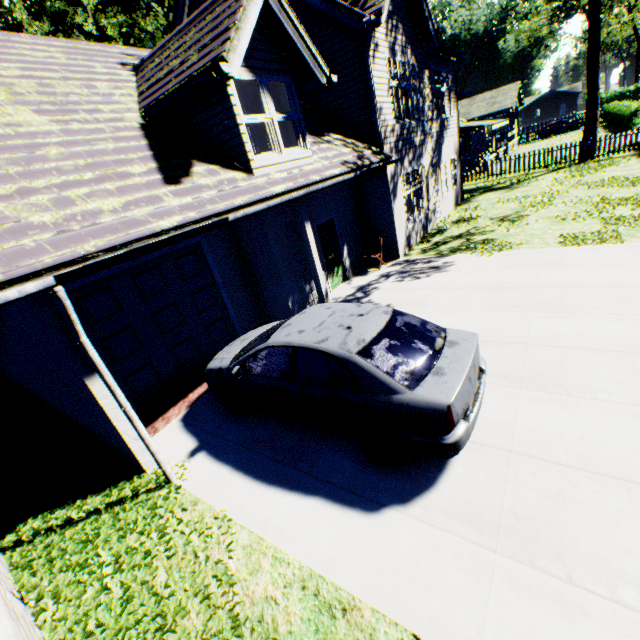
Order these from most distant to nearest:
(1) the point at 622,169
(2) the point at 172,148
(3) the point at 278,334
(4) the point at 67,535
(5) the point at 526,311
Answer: (1) the point at 622,169, (5) the point at 526,311, (2) the point at 172,148, (3) the point at 278,334, (4) the point at 67,535

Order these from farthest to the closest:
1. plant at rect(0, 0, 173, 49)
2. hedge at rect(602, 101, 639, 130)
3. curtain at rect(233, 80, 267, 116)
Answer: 1. hedge at rect(602, 101, 639, 130)
2. plant at rect(0, 0, 173, 49)
3. curtain at rect(233, 80, 267, 116)

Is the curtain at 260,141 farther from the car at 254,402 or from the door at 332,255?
the car at 254,402

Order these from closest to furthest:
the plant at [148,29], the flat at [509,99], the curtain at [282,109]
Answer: the curtain at [282,109] → the plant at [148,29] → the flat at [509,99]

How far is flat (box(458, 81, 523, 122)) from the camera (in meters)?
32.81

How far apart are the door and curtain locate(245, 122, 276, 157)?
2.4m

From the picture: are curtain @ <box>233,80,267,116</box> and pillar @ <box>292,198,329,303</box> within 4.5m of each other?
yes

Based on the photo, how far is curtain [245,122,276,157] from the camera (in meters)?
6.56
